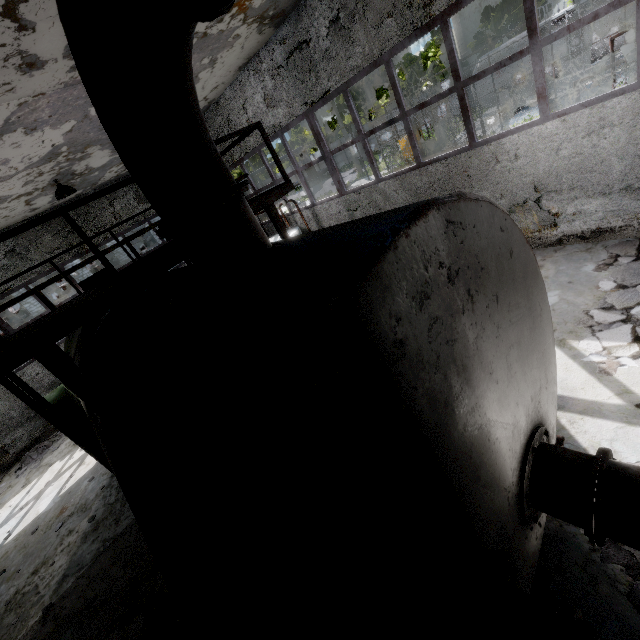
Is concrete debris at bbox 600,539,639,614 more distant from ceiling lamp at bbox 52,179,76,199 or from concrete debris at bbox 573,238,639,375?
ceiling lamp at bbox 52,179,76,199

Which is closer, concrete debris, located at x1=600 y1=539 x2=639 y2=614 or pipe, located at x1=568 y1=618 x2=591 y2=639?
pipe, located at x1=568 y1=618 x2=591 y2=639

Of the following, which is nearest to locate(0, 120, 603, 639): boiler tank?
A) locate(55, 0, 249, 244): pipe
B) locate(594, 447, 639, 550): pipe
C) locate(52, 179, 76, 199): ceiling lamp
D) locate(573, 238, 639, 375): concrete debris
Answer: locate(594, 447, 639, 550): pipe

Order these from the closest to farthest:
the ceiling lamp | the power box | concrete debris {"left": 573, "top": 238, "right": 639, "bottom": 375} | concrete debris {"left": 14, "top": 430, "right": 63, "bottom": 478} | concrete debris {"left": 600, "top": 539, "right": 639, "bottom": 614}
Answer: concrete debris {"left": 600, "top": 539, "right": 639, "bottom": 614} < concrete debris {"left": 573, "top": 238, "right": 639, "bottom": 375} < the power box < the ceiling lamp < concrete debris {"left": 14, "top": 430, "right": 63, "bottom": 478}

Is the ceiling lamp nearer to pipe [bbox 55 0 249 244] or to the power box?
the power box

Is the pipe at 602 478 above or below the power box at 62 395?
below

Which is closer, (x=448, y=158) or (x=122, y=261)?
(x=448, y=158)

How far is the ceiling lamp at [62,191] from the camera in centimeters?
950cm
